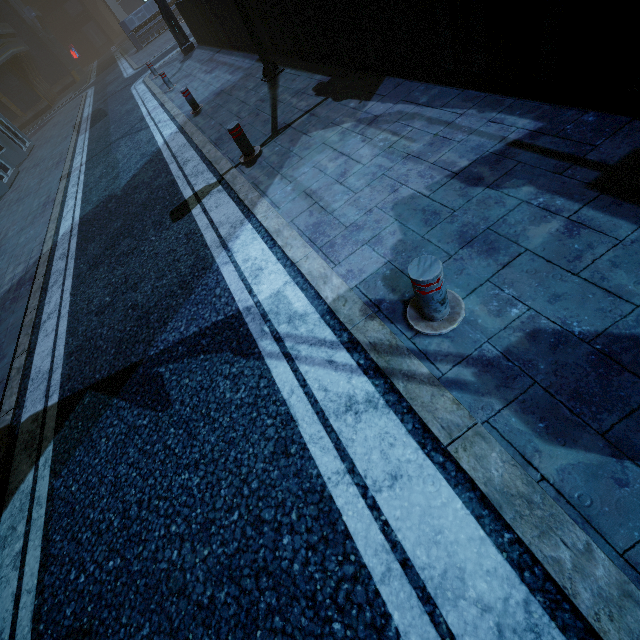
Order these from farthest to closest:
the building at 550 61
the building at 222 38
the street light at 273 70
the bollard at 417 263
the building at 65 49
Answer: the building at 65 49 → the building at 222 38 → the street light at 273 70 → the building at 550 61 → the bollard at 417 263

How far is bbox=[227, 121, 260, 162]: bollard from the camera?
5.53m

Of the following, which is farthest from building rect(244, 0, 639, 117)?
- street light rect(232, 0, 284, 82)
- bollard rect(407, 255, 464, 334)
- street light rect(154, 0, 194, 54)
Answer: bollard rect(407, 255, 464, 334)

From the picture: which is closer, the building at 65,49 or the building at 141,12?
the building at 65,49

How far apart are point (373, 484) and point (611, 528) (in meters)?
1.26

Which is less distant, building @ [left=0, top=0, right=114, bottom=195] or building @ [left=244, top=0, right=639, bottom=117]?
building @ [left=244, top=0, right=639, bottom=117]

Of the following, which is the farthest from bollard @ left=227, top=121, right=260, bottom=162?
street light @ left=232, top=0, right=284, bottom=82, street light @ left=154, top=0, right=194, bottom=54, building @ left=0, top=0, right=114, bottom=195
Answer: street light @ left=154, top=0, right=194, bottom=54

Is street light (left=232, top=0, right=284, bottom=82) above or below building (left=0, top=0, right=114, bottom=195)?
below
